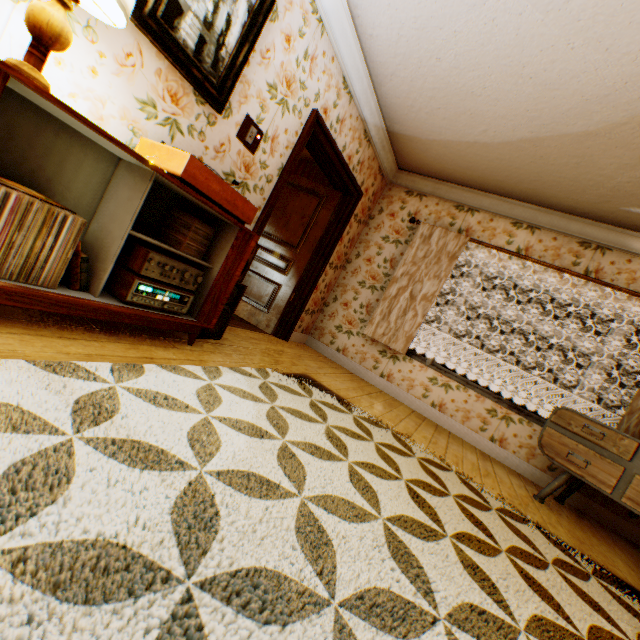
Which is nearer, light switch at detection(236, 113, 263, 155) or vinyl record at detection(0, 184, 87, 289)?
vinyl record at detection(0, 184, 87, 289)

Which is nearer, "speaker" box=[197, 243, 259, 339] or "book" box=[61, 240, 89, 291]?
"book" box=[61, 240, 89, 291]

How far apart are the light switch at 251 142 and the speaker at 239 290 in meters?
0.7 m

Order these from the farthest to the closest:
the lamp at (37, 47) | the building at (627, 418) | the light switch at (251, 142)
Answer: the building at (627, 418), the light switch at (251, 142), the lamp at (37, 47)

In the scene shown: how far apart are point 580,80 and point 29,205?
3.7 meters

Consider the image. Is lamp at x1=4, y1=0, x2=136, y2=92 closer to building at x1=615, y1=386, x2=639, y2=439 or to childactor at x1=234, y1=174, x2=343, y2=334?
building at x1=615, y1=386, x2=639, y2=439

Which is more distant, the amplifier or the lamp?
the amplifier

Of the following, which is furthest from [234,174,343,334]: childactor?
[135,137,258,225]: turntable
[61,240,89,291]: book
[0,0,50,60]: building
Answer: [61,240,89,291]: book
